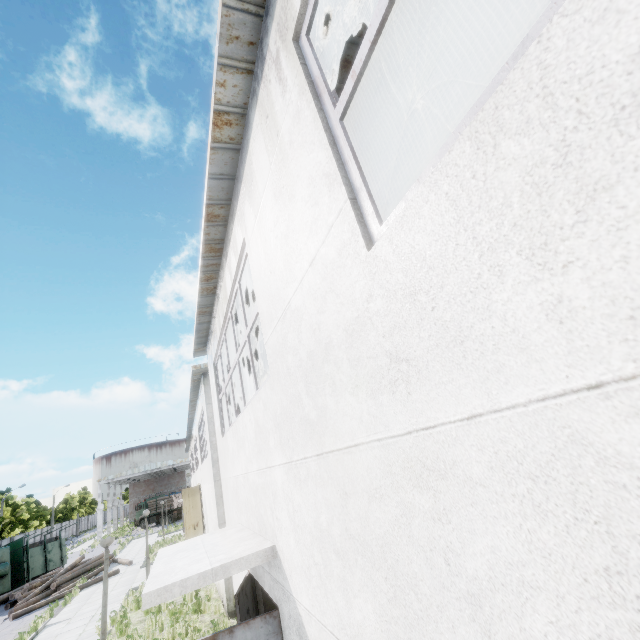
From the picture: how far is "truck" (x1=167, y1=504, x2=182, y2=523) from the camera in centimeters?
4559cm

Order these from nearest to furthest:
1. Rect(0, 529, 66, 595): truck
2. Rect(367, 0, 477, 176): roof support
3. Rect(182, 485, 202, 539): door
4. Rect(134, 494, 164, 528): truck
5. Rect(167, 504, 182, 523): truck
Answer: Rect(367, 0, 477, 176): roof support < Rect(182, 485, 202, 539): door < Rect(0, 529, 66, 595): truck < Rect(167, 504, 182, 523): truck < Rect(134, 494, 164, 528): truck

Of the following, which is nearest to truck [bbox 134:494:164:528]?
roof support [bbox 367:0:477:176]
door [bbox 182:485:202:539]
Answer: door [bbox 182:485:202:539]

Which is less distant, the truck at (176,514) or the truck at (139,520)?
the truck at (176,514)

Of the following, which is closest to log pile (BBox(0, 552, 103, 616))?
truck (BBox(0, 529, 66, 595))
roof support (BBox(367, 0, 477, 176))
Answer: truck (BBox(0, 529, 66, 595))

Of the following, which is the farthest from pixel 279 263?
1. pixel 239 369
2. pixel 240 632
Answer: pixel 240 632

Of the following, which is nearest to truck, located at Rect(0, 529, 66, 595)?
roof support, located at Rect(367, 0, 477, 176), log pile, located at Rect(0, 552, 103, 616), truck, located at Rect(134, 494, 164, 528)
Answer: log pile, located at Rect(0, 552, 103, 616)

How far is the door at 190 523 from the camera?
16.3 meters
